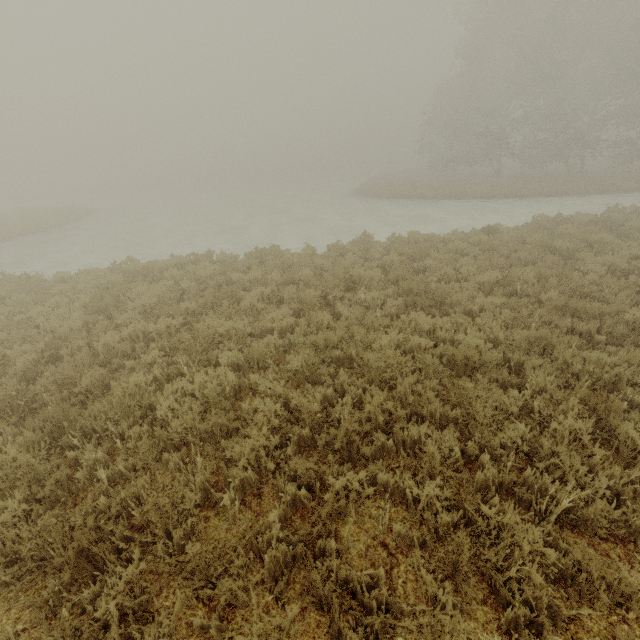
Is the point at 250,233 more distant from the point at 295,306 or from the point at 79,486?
the point at 79,486
